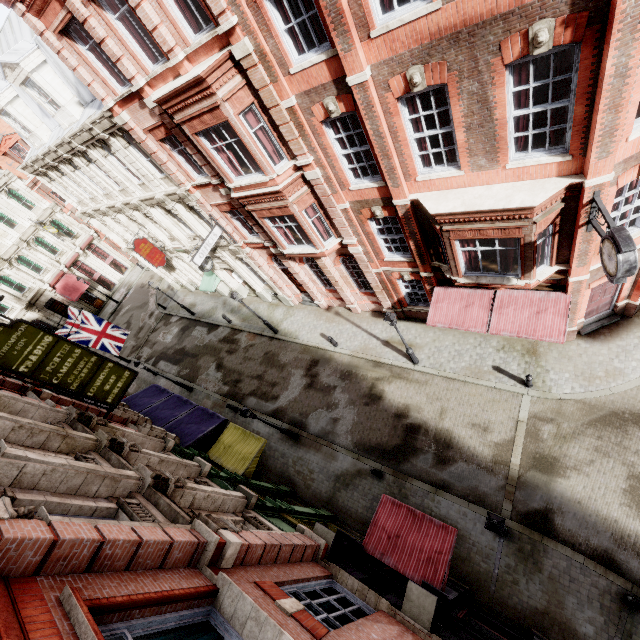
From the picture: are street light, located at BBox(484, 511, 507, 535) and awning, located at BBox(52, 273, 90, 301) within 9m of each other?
no

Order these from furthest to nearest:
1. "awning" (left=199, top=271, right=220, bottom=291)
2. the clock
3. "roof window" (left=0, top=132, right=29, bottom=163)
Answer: "roof window" (left=0, top=132, right=29, bottom=163), "awning" (left=199, top=271, right=220, bottom=291), the clock

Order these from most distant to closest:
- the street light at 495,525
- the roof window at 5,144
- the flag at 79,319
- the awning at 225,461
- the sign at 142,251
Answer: the roof window at 5,144 → the sign at 142,251 → the flag at 79,319 → the awning at 225,461 → the street light at 495,525

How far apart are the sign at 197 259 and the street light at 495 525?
15.7 meters

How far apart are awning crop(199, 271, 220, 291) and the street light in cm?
2143

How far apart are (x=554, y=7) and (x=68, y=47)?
14.8m

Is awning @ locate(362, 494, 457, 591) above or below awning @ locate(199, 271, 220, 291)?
above

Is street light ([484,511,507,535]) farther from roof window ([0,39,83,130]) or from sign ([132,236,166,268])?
roof window ([0,39,83,130])
